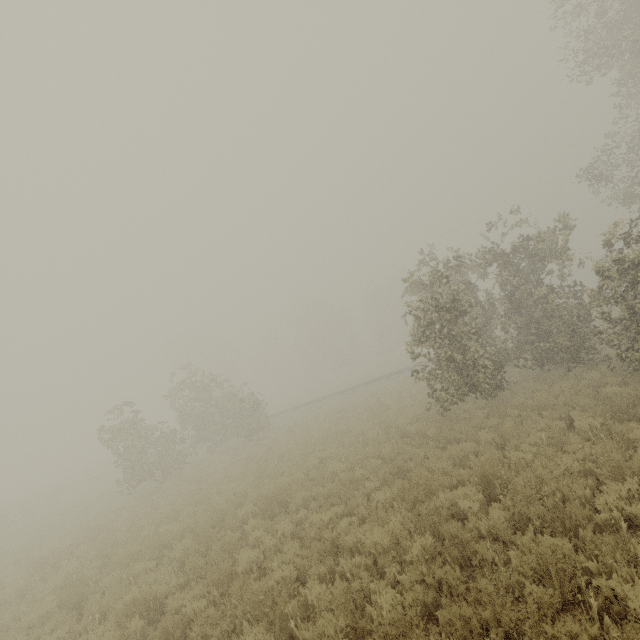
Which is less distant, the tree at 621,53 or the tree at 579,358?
the tree at 579,358

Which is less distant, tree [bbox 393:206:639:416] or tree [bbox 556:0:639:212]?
tree [bbox 393:206:639:416]

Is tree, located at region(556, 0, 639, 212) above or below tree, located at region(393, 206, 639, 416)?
above

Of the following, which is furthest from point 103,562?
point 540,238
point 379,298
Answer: point 379,298

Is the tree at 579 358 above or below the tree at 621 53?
below
